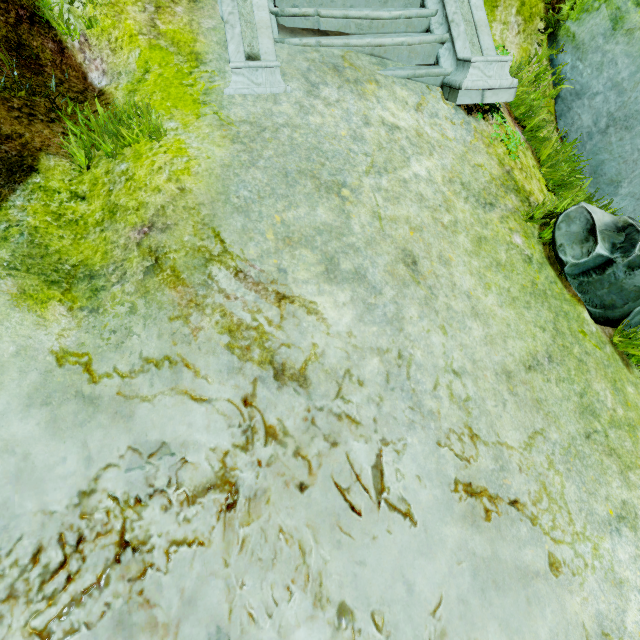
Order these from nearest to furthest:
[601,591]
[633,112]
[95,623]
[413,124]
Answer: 1. [95,623]
2. [601,591]
3. [413,124]
4. [633,112]

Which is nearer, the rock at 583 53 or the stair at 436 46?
the stair at 436 46

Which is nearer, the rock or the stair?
the stair
